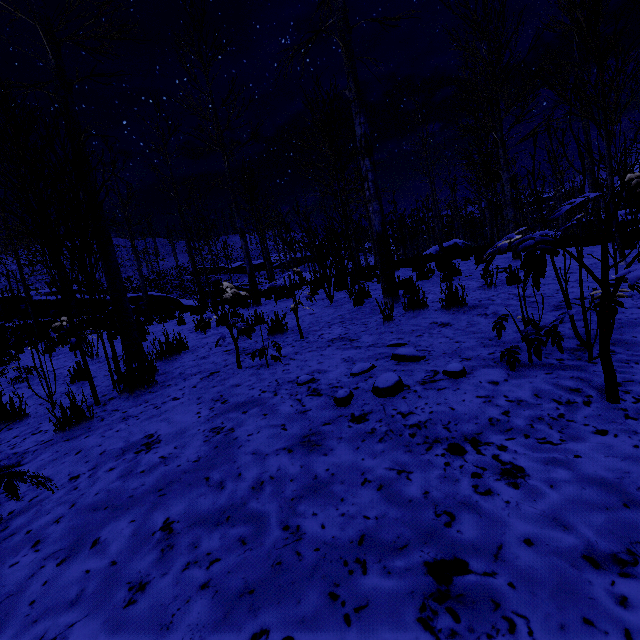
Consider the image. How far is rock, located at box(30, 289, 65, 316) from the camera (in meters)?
24.09

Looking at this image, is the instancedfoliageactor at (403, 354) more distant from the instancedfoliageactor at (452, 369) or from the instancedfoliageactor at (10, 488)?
the instancedfoliageactor at (10, 488)

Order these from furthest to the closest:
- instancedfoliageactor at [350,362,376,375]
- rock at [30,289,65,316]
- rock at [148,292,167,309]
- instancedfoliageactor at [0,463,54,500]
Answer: rock at [148,292,167,309], rock at [30,289,65,316], instancedfoliageactor at [350,362,376,375], instancedfoliageactor at [0,463,54,500]

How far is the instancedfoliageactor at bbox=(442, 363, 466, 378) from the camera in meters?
2.1

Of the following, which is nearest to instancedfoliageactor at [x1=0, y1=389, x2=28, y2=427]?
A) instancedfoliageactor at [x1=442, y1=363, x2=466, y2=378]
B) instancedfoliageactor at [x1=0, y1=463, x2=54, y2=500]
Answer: instancedfoliageactor at [x1=0, y1=463, x2=54, y2=500]

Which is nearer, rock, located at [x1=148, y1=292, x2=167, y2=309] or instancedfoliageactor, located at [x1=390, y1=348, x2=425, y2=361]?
instancedfoliageactor, located at [x1=390, y1=348, x2=425, y2=361]

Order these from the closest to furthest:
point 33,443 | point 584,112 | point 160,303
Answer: point 33,443 → point 584,112 → point 160,303

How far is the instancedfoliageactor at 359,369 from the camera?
2.6m
